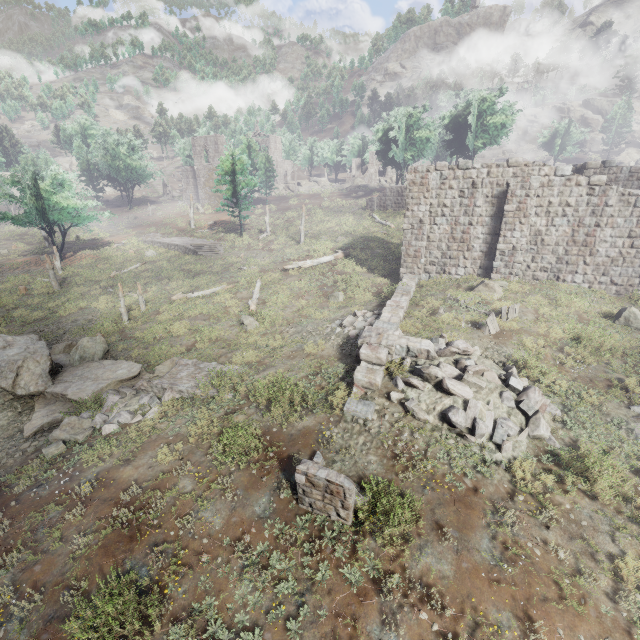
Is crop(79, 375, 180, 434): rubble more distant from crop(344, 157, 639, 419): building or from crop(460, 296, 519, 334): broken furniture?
crop(460, 296, 519, 334): broken furniture

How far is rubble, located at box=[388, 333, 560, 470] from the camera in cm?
866

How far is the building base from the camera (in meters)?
34.62

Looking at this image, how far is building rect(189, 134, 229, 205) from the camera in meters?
55.1

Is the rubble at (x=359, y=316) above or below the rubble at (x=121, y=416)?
above

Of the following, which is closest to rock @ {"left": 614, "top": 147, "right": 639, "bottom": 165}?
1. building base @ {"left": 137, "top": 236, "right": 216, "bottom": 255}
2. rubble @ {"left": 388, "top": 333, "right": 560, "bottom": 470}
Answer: rubble @ {"left": 388, "top": 333, "right": 560, "bottom": 470}

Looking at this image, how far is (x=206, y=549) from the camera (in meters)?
6.89

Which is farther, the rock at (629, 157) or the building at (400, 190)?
the rock at (629, 157)
